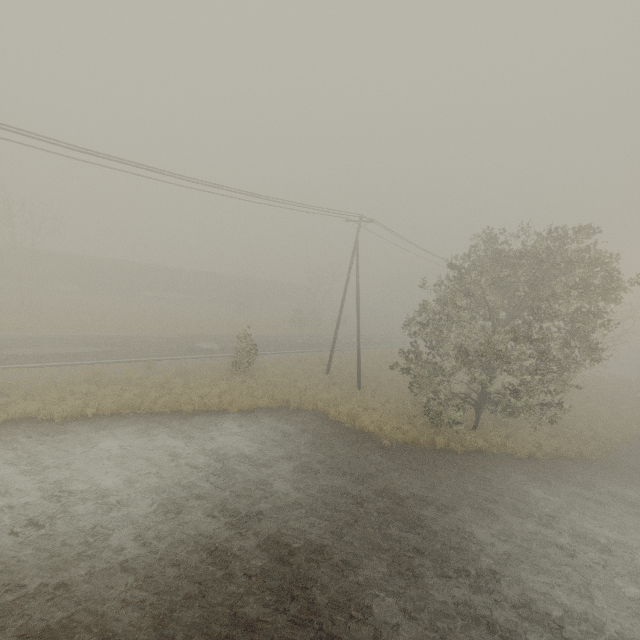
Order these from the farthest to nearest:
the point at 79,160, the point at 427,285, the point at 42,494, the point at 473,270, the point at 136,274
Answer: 1. the point at 136,274
2. the point at 427,285
3. the point at 473,270
4. the point at 79,160
5. the point at 42,494

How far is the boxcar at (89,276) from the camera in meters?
38.8

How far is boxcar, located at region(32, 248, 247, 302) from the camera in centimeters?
3881cm
